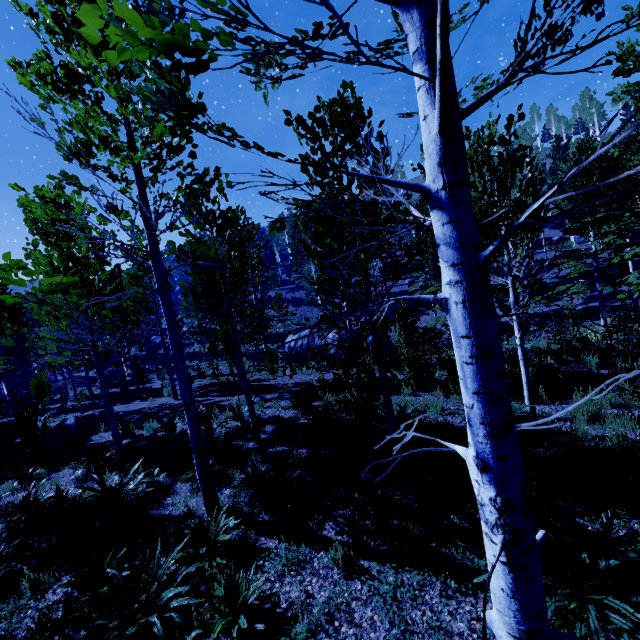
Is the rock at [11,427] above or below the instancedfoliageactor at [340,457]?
above

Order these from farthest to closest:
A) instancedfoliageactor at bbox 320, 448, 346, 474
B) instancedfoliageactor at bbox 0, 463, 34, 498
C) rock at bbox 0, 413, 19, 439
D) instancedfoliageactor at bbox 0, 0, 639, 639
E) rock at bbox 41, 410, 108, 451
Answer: rock at bbox 0, 413, 19, 439 → rock at bbox 41, 410, 108, 451 → instancedfoliageactor at bbox 0, 463, 34, 498 → instancedfoliageactor at bbox 320, 448, 346, 474 → instancedfoliageactor at bbox 0, 0, 639, 639

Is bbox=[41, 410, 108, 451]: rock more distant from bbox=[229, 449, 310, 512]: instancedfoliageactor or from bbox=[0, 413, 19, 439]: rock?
bbox=[0, 413, 19, 439]: rock

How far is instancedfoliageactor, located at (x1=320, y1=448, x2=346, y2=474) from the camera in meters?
6.7 m

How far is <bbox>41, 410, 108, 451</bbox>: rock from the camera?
12.4m

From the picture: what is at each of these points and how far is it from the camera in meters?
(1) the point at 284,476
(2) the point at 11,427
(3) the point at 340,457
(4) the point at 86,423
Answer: (1) instancedfoliageactor, 6.1 m
(2) rock, 15.5 m
(3) instancedfoliageactor, 6.9 m
(4) rock, 13.5 m
